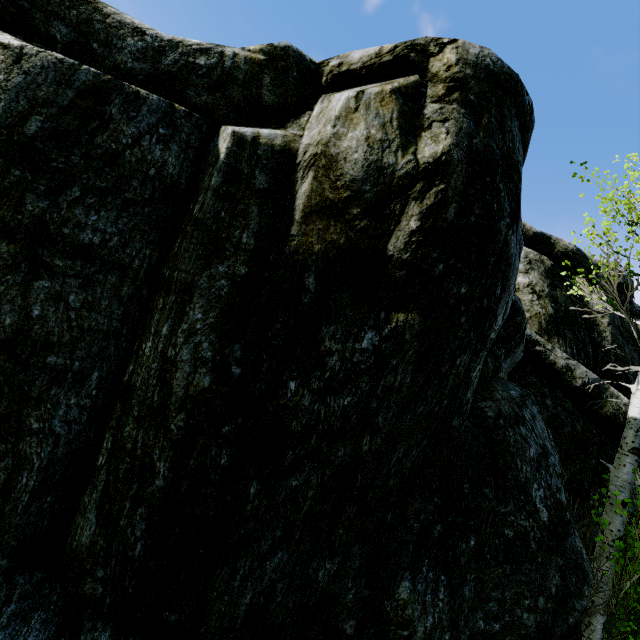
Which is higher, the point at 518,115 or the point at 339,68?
the point at 518,115

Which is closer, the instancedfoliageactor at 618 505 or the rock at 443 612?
the rock at 443 612

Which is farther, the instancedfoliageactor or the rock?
the instancedfoliageactor
